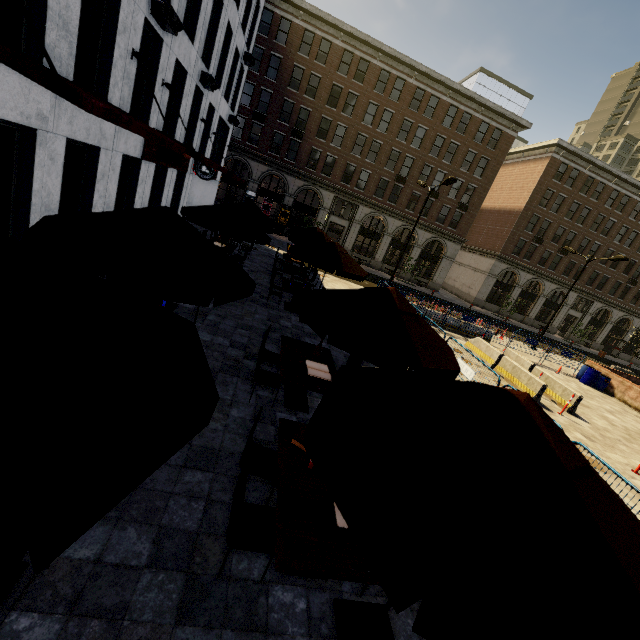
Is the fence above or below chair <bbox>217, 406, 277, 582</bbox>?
above

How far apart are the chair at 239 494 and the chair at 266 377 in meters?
2.5 m

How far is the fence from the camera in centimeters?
867cm

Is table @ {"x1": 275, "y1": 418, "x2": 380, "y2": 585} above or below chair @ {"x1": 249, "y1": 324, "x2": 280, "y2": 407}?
above

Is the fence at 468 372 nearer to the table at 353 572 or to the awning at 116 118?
the table at 353 572

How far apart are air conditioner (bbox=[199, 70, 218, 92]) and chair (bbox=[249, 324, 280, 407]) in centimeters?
1570cm

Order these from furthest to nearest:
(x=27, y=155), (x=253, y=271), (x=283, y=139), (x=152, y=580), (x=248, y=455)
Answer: (x=283, y=139) < (x=253, y=271) < (x=27, y=155) < (x=248, y=455) < (x=152, y=580)

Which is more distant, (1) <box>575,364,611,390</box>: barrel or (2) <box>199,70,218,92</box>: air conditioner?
(1) <box>575,364,611,390</box>: barrel
